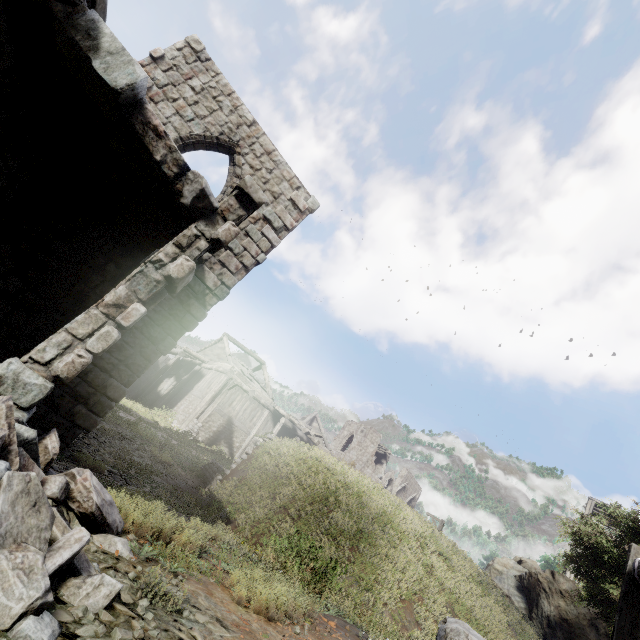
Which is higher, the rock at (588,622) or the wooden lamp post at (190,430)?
the rock at (588,622)

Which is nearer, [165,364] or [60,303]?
[60,303]

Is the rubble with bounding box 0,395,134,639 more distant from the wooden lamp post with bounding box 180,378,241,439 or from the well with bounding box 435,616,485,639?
Answer: the wooden lamp post with bounding box 180,378,241,439

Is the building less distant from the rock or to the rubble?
the rubble

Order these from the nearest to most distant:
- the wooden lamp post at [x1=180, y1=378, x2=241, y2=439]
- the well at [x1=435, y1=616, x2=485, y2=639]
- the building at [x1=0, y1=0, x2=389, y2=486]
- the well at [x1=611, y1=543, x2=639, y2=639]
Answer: the well at [x1=435, y1=616, x2=485, y2=639] < the well at [x1=611, y1=543, x2=639, y2=639] < the building at [x1=0, y1=0, x2=389, y2=486] < the wooden lamp post at [x1=180, y1=378, x2=241, y2=439]

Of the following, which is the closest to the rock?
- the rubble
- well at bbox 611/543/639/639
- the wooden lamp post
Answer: the wooden lamp post

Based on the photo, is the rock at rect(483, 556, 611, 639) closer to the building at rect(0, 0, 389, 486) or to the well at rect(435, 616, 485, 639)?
the building at rect(0, 0, 389, 486)

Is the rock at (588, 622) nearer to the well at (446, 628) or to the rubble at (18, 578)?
the well at (446, 628)
